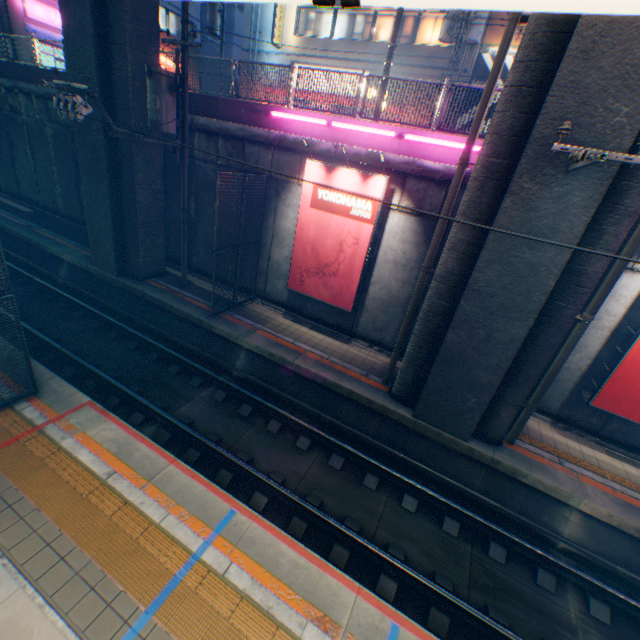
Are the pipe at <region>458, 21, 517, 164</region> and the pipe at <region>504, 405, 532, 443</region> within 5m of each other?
yes

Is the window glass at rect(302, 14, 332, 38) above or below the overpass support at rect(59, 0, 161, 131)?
above

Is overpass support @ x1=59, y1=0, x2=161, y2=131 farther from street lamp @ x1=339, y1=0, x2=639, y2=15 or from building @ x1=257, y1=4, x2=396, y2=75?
building @ x1=257, y1=4, x2=396, y2=75

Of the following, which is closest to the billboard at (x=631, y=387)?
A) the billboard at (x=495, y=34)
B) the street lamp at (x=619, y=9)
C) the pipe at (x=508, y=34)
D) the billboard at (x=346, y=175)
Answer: the pipe at (x=508, y=34)

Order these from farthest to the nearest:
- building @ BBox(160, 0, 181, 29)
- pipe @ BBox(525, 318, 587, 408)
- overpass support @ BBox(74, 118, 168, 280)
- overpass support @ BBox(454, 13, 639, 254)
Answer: building @ BBox(160, 0, 181, 29) < overpass support @ BBox(74, 118, 168, 280) < pipe @ BBox(525, 318, 587, 408) < overpass support @ BBox(454, 13, 639, 254)

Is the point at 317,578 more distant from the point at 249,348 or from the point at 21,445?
the point at 249,348

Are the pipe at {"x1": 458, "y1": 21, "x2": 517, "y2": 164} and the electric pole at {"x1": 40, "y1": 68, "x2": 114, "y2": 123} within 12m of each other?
yes

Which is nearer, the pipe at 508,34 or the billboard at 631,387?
the pipe at 508,34
